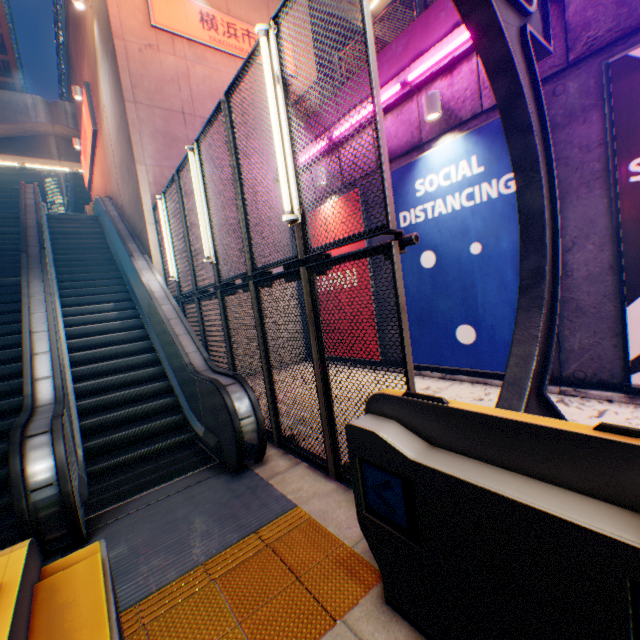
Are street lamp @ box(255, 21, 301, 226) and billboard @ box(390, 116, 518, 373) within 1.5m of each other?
no

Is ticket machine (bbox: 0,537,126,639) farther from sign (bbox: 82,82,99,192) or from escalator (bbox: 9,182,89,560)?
sign (bbox: 82,82,99,192)

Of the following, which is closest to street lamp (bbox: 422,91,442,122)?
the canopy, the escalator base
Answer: the canopy

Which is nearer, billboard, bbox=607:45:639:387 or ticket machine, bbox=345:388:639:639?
ticket machine, bbox=345:388:639:639

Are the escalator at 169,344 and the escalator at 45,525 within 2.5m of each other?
yes

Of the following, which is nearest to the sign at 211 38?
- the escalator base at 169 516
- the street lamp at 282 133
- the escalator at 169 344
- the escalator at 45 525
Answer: the escalator at 169 344

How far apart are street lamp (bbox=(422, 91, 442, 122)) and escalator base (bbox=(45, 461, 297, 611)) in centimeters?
653cm

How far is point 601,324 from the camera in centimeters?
470cm
